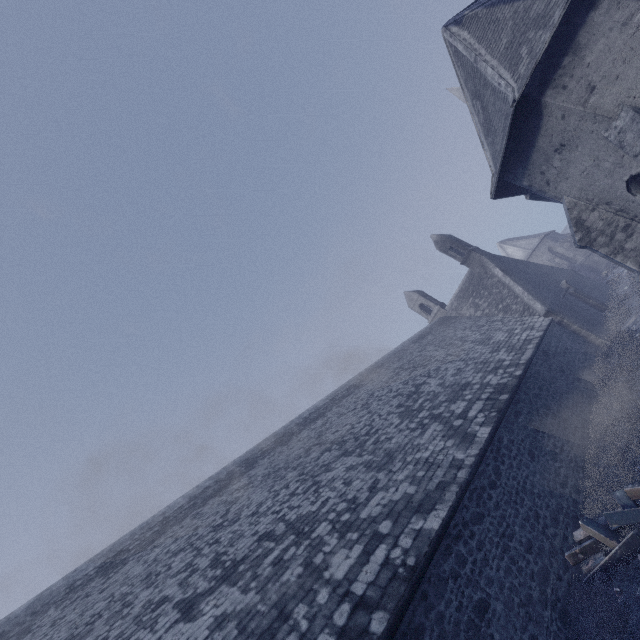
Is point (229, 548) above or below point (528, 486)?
above

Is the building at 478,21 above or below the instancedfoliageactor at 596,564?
above

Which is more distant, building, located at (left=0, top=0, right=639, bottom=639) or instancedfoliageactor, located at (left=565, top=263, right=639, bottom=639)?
building, located at (left=0, top=0, right=639, bottom=639)

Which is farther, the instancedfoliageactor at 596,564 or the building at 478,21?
the building at 478,21

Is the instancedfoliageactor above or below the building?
below
